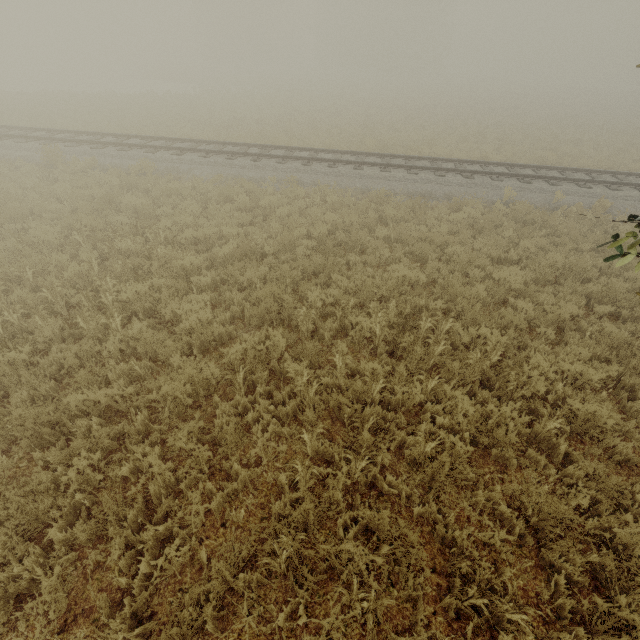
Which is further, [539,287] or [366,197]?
[366,197]

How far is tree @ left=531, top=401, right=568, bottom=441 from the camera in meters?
4.5 m

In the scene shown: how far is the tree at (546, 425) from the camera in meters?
4.5
